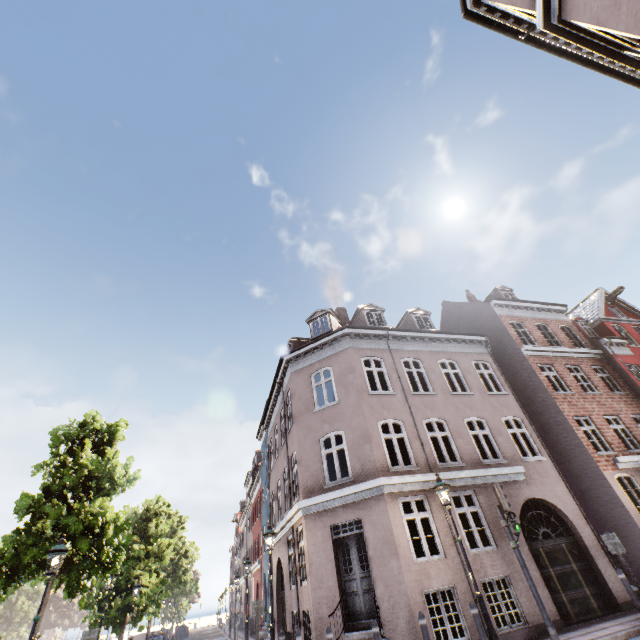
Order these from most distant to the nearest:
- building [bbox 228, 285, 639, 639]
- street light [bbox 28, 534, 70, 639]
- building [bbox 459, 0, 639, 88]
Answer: building [bbox 228, 285, 639, 639]
street light [bbox 28, 534, 70, 639]
building [bbox 459, 0, 639, 88]

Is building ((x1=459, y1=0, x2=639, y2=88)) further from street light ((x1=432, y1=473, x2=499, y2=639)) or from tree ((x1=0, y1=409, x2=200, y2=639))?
tree ((x1=0, y1=409, x2=200, y2=639))

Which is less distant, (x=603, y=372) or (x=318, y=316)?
(x=318, y=316)

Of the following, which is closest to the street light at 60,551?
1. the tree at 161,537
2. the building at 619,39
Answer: the tree at 161,537

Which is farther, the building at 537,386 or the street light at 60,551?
the building at 537,386

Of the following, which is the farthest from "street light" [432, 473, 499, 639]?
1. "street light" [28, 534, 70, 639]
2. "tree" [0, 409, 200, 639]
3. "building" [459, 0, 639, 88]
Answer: "street light" [28, 534, 70, 639]

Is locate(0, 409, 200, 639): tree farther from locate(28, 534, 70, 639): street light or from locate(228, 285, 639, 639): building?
locate(228, 285, 639, 639): building

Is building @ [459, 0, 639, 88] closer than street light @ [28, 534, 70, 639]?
Yes
